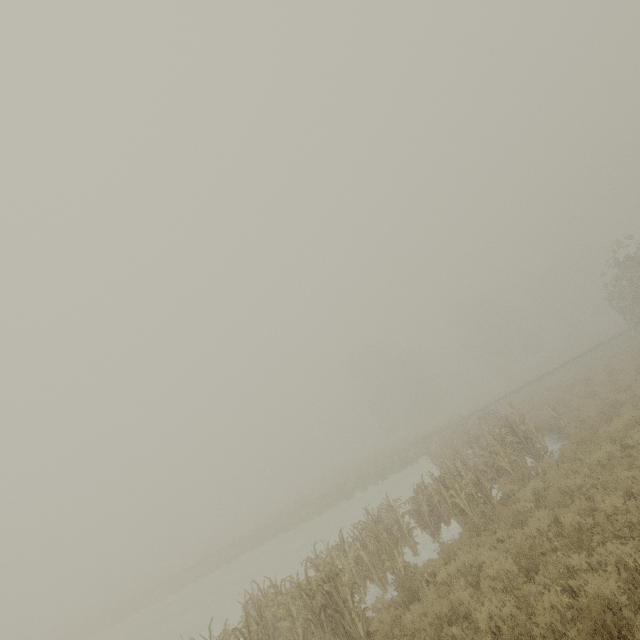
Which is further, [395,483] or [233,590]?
[395,483]
